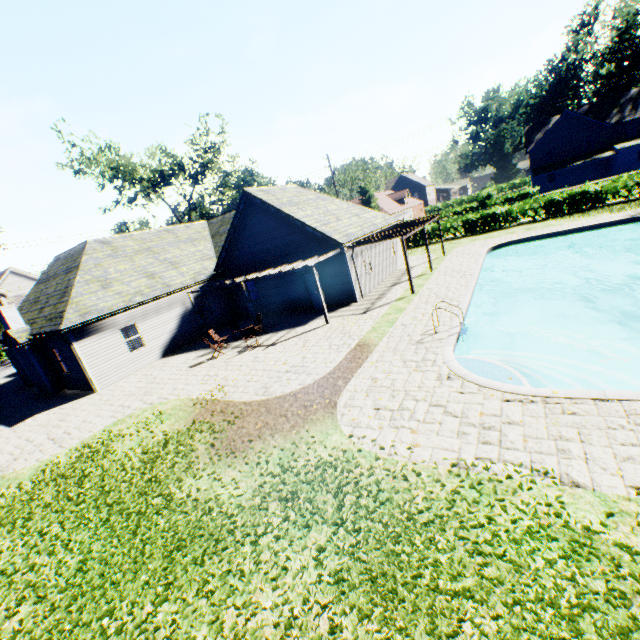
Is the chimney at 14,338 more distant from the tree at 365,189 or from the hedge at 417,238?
the hedge at 417,238

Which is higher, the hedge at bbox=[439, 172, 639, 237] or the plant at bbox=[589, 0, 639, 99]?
the plant at bbox=[589, 0, 639, 99]

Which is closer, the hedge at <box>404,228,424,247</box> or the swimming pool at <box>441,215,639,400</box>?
the swimming pool at <box>441,215,639,400</box>

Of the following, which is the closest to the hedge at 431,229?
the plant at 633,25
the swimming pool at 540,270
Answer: the plant at 633,25

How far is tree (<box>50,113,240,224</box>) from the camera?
Result: 34.6m

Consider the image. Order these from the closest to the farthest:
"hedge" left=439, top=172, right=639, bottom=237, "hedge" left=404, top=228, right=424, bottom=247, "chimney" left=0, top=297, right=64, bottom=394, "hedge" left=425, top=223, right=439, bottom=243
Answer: "chimney" left=0, top=297, right=64, bottom=394
"hedge" left=439, top=172, right=639, bottom=237
"hedge" left=425, top=223, right=439, bottom=243
"hedge" left=404, top=228, right=424, bottom=247

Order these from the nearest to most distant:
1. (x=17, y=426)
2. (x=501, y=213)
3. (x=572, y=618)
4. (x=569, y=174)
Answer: (x=572, y=618)
(x=17, y=426)
(x=501, y=213)
(x=569, y=174)

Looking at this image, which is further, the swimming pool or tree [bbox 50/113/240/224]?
tree [bbox 50/113/240/224]
